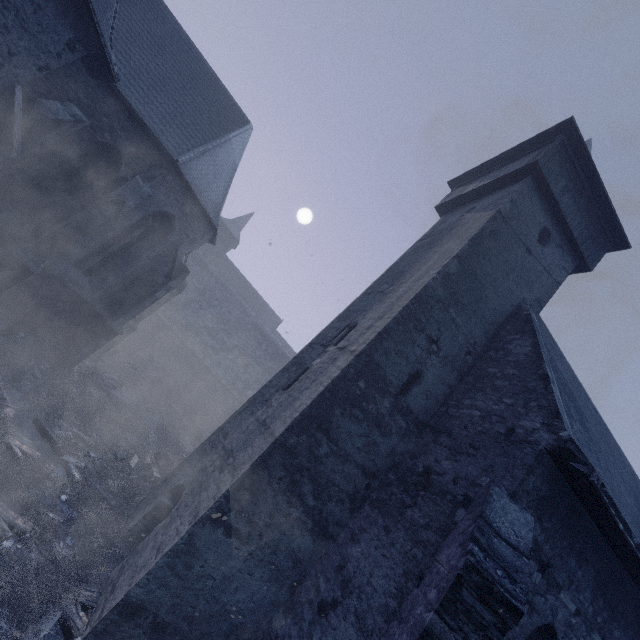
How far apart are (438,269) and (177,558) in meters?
7.8

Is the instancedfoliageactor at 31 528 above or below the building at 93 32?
below

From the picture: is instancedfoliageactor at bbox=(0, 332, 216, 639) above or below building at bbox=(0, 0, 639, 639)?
below
